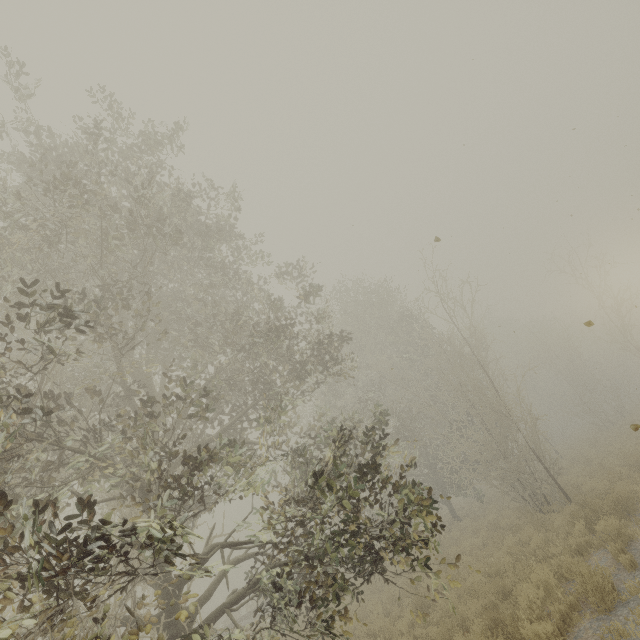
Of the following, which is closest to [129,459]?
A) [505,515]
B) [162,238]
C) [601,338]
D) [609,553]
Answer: [162,238]
